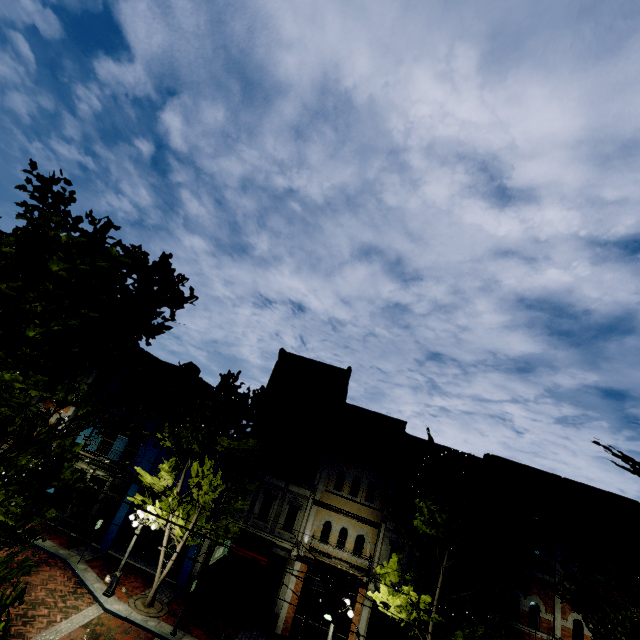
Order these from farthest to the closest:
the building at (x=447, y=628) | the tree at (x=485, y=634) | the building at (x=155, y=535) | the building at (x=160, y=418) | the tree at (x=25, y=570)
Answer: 1. the building at (x=160, y=418)
2. the building at (x=155, y=535)
3. the building at (x=447, y=628)
4. the tree at (x=485, y=634)
5. the tree at (x=25, y=570)

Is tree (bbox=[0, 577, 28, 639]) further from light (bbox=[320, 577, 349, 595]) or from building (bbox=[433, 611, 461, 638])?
light (bbox=[320, 577, 349, 595])

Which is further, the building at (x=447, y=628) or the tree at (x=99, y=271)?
the building at (x=447, y=628)

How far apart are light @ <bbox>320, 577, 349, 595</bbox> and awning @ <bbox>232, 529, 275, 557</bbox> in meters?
7.8 m

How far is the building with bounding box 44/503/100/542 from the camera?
18.8 meters

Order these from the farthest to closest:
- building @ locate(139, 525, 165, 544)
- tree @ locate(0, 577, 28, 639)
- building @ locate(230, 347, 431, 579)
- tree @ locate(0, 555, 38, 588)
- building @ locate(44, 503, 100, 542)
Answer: building @ locate(139, 525, 165, 544), building @ locate(44, 503, 100, 542), building @ locate(230, 347, 431, 579), tree @ locate(0, 555, 38, 588), tree @ locate(0, 577, 28, 639)

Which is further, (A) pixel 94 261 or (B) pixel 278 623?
(B) pixel 278 623

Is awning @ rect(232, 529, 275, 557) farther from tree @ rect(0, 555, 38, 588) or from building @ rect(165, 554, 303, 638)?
tree @ rect(0, 555, 38, 588)
